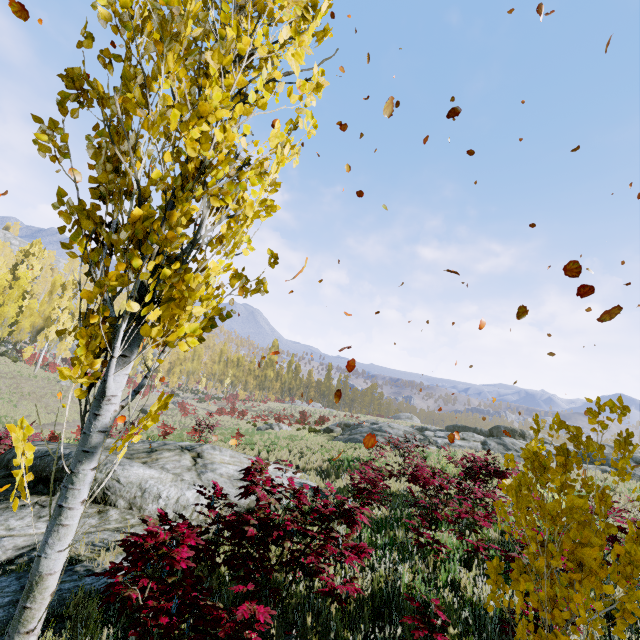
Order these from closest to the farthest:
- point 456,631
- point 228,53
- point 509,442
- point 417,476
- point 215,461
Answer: point 228,53 → point 456,631 → point 417,476 → point 215,461 → point 509,442

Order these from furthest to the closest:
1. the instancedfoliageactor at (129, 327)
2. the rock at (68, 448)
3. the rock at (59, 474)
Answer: the rock at (68, 448) → the rock at (59, 474) → the instancedfoliageactor at (129, 327)

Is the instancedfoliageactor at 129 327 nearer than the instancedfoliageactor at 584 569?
Yes

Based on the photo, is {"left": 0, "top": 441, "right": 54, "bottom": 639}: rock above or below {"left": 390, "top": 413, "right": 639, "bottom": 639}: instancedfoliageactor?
below

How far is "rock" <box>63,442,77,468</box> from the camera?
6.7m

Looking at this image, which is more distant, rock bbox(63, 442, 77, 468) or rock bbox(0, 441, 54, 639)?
rock bbox(63, 442, 77, 468)

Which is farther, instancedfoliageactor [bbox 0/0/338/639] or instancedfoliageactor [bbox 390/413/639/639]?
instancedfoliageactor [bbox 390/413/639/639]

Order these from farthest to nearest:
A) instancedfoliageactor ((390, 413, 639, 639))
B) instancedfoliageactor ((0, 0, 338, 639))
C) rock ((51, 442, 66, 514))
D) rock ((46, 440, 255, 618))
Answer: rock ((51, 442, 66, 514)), rock ((46, 440, 255, 618)), instancedfoliageactor ((390, 413, 639, 639)), instancedfoliageactor ((0, 0, 338, 639))
